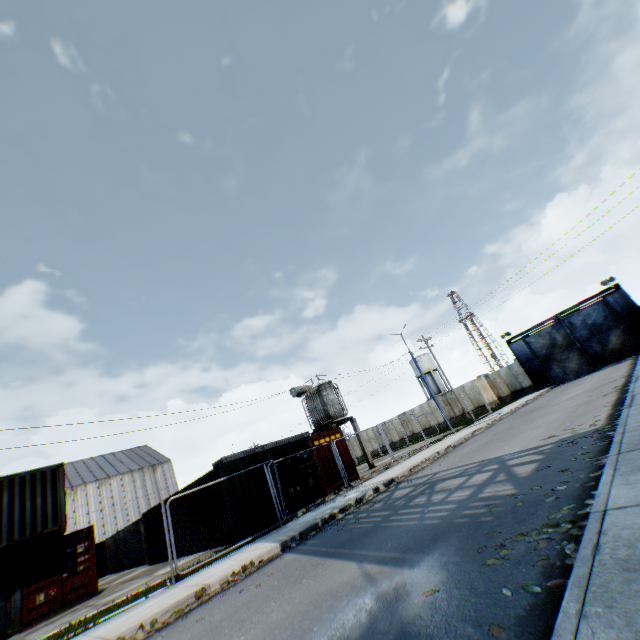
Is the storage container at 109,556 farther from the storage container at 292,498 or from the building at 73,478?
the building at 73,478

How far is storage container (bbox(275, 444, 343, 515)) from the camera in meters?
15.2 m

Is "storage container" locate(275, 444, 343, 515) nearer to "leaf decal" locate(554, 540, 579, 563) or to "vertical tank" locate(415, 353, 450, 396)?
"leaf decal" locate(554, 540, 579, 563)

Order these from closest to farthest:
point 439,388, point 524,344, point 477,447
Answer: point 477,447 → point 524,344 → point 439,388

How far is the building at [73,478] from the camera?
42.62m

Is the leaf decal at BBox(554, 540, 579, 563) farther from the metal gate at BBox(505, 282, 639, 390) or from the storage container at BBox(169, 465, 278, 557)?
the metal gate at BBox(505, 282, 639, 390)

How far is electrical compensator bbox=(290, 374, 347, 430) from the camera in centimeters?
2238cm
